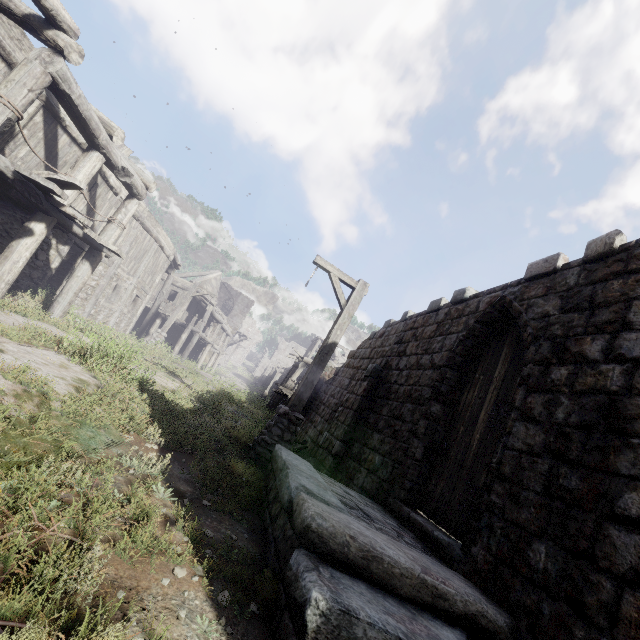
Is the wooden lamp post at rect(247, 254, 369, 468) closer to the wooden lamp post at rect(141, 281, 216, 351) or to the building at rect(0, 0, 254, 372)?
the building at rect(0, 0, 254, 372)

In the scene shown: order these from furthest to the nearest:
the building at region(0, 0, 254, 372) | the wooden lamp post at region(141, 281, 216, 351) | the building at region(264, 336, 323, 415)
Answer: the building at region(264, 336, 323, 415) < the wooden lamp post at region(141, 281, 216, 351) < the building at region(0, 0, 254, 372)

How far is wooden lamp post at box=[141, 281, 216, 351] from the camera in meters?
15.9 m

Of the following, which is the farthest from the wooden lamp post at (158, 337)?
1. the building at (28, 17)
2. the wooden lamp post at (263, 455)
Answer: the wooden lamp post at (263, 455)

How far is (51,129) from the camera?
9.05m
